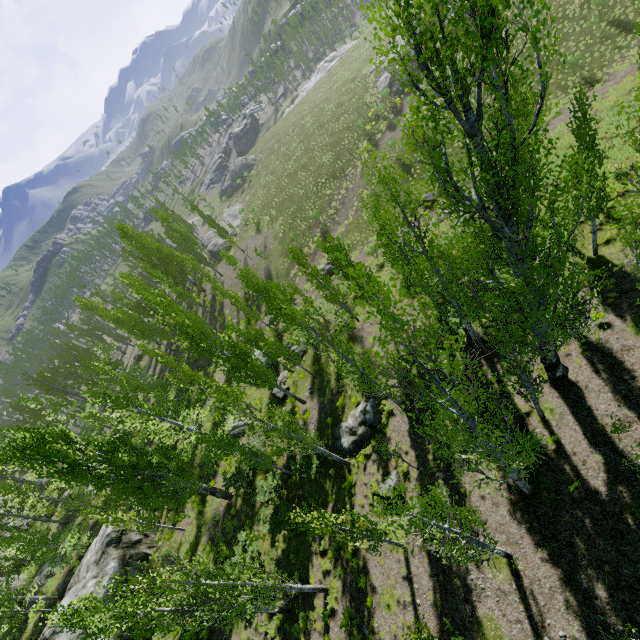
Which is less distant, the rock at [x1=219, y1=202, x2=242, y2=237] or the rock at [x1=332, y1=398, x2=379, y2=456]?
the rock at [x1=332, y1=398, x2=379, y2=456]

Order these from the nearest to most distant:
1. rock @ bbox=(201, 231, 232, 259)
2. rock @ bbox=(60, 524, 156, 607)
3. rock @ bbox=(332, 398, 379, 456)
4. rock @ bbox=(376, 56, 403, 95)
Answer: rock @ bbox=(332, 398, 379, 456), rock @ bbox=(60, 524, 156, 607), rock @ bbox=(376, 56, 403, 95), rock @ bbox=(201, 231, 232, 259)

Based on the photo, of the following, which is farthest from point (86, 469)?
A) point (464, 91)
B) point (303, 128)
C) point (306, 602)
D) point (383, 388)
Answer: point (303, 128)

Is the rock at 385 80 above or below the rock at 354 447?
above

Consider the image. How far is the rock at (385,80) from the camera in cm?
4275

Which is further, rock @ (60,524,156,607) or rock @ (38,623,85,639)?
rock @ (60,524,156,607)

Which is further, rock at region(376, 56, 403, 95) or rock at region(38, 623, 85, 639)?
rock at region(376, 56, 403, 95)

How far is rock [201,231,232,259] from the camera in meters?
50.0 m
